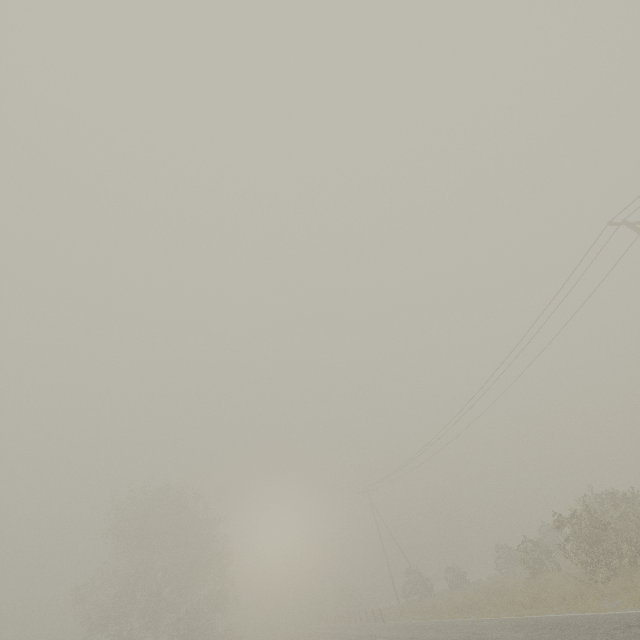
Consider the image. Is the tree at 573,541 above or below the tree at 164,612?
below

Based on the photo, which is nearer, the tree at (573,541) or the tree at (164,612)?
the tree at (573,541)

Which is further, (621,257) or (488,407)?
(488,407)

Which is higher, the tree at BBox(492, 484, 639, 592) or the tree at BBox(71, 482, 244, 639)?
the tree at BBox(71, 482, 244, 639)

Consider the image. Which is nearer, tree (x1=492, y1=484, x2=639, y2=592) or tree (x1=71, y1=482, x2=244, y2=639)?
tree (x1=492, y1=484, x2=639, y2=592)
